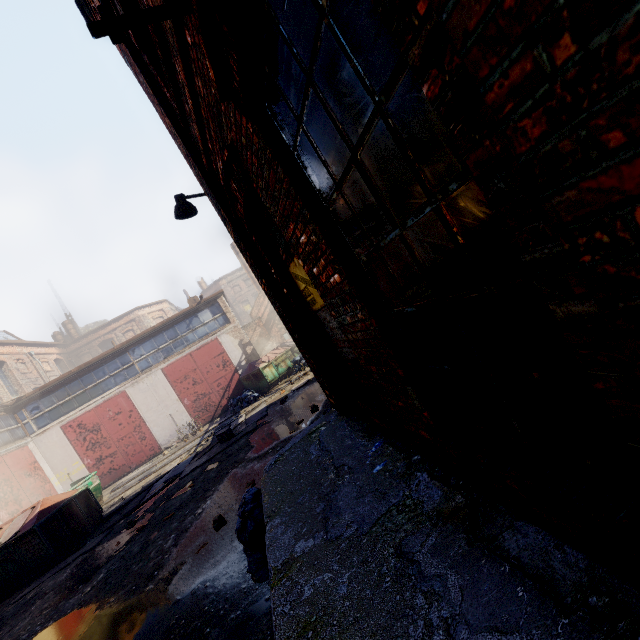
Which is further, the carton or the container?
the container

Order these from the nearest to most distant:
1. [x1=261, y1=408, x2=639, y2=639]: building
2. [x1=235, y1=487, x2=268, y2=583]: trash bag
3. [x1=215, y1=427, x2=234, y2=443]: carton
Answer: [x1=261, y1=408, x2=639, y2=639]: building, [x1=235, y1=487, x2=268, y2=583]: trash bag, [x1=215, y1=427, x2=234, y2=443]: carton

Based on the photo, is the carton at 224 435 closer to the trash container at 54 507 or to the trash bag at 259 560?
the trash container at 54 507

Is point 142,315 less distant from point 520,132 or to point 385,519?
point 385,519

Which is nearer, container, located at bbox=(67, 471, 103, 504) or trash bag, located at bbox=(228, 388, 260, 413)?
container, located at bbox=(67, 471, 103, 504)

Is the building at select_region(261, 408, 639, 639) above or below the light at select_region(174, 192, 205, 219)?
below

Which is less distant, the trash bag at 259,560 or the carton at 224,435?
the trash bag at 259,560

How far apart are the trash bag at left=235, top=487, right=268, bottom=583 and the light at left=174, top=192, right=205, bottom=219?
3.8m
